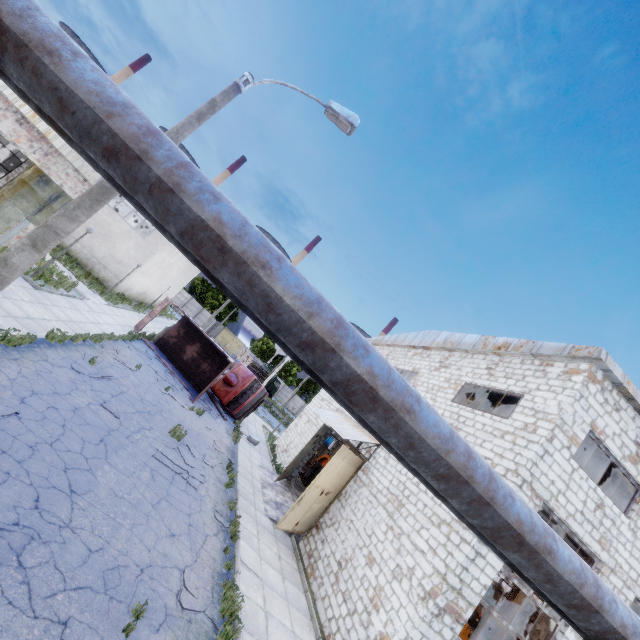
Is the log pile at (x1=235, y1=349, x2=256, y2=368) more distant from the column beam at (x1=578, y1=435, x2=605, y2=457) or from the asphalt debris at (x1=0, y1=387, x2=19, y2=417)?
the asphalt debris at (x1=0, y1=387, x2=19, y2=417)

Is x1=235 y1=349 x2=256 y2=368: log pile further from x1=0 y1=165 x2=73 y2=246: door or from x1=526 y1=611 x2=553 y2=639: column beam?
x1=526 y1=611 x2=553 y2=639: column beam

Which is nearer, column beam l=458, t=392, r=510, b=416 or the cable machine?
column beam l=458, t=392, r=510, b=416

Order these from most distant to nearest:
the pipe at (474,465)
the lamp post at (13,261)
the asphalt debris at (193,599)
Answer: the asphalt debris at (193,599) → the lamp post at (13,261) → the pipe at (474,465)

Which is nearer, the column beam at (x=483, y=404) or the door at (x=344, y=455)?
the door at (x=344, y=455)

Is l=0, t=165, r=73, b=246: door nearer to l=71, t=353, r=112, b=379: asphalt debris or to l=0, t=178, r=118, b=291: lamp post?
l=71, t=353, r=112, b=379: asphalt debris

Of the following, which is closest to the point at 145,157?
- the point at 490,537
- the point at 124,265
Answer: the point at 490,537

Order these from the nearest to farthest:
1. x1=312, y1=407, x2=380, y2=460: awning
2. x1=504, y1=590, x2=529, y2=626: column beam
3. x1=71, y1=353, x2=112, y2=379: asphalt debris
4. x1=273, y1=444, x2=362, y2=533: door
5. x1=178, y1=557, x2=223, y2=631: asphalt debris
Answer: x1=178, y1=557, x2=223, y2=631: asphalt debris → x1=71, y1=353, x2=112, y2=379: asphalt debris → x1=273, y1=444, x2=362, y2=533: door → x1=312, y1=407, x2=380, y2=460: awning → x1=504, y1=590, x2=529, y2=626: column beam
